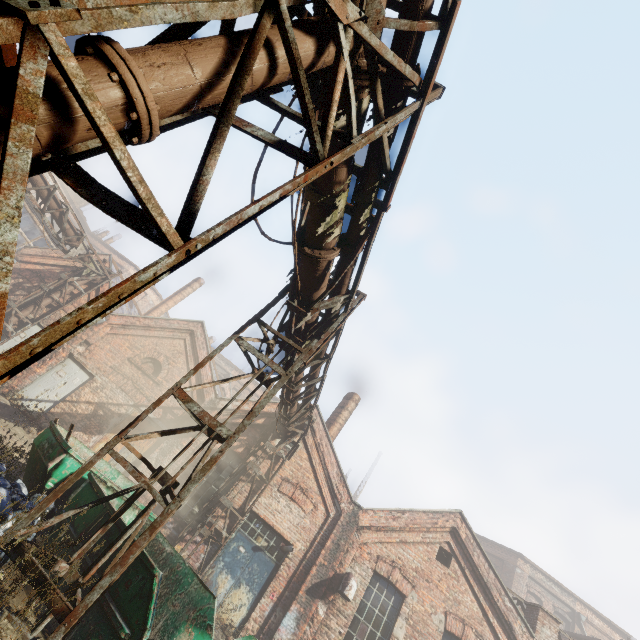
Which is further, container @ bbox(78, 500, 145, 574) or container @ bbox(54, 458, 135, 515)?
container @ bbox(54, 458, 135, 515)

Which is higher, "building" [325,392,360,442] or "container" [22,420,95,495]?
"building" [325,392,360,442]

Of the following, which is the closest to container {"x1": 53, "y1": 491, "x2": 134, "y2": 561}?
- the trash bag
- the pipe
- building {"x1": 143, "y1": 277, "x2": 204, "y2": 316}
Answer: the trash bag

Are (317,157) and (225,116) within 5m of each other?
yes

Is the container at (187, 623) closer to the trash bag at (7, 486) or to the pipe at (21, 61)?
the trash bag at (7, 486)

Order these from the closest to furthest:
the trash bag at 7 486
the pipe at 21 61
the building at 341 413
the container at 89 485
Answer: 1. the pipe at 21 61
2. the trash bag at 7 486
3. the container at 89 485
4. the building at 341 413

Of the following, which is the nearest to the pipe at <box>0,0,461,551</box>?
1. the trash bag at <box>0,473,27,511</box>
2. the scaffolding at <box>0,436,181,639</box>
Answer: the scaffolding at <box>0,436,181,639</box>

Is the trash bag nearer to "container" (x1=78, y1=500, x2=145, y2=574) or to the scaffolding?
"container" (x1=78, y1=500, x2=145, y2=574)
